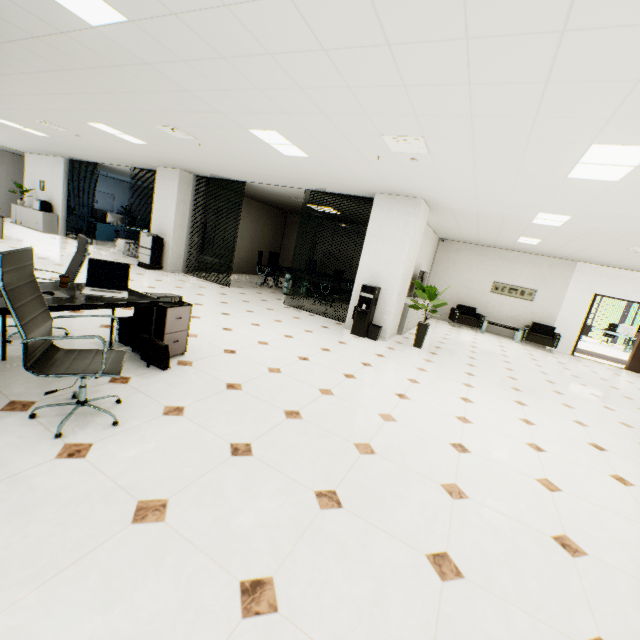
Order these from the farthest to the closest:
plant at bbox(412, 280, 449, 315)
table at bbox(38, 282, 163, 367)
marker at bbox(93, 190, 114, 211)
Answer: marker at bbox(93, 190, 114, 211)
plant at bbox(412, 280, 449, 315)
table at bbox(38, 282, 163, 367)

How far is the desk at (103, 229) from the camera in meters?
14.3

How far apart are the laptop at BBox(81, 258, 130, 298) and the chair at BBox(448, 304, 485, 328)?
10.34m

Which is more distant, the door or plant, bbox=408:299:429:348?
the door

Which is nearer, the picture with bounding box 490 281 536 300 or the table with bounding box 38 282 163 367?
the table with bounding box 38 282 163 367

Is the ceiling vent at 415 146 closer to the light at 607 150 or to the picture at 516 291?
the light at 607 150

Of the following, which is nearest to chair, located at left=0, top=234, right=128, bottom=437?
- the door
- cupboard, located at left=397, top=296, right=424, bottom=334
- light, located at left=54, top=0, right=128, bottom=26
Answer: light, located at left=54, top=0, right=128, bottom=26

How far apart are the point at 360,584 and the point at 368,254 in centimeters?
609cm
